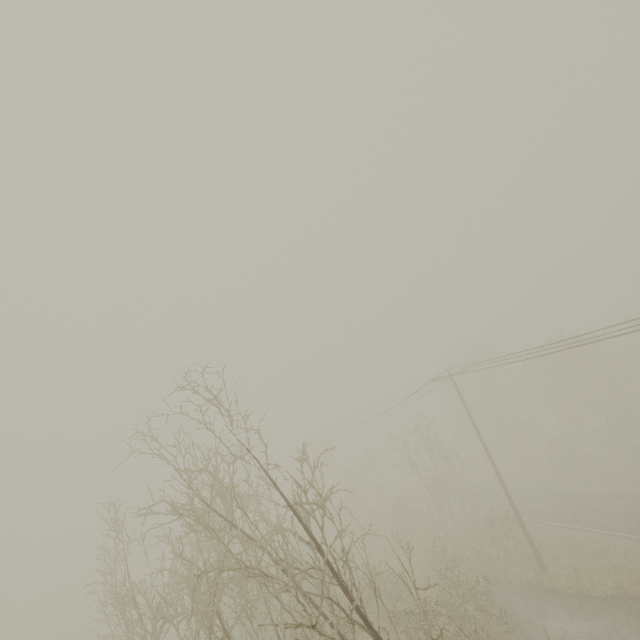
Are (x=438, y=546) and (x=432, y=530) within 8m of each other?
yes
